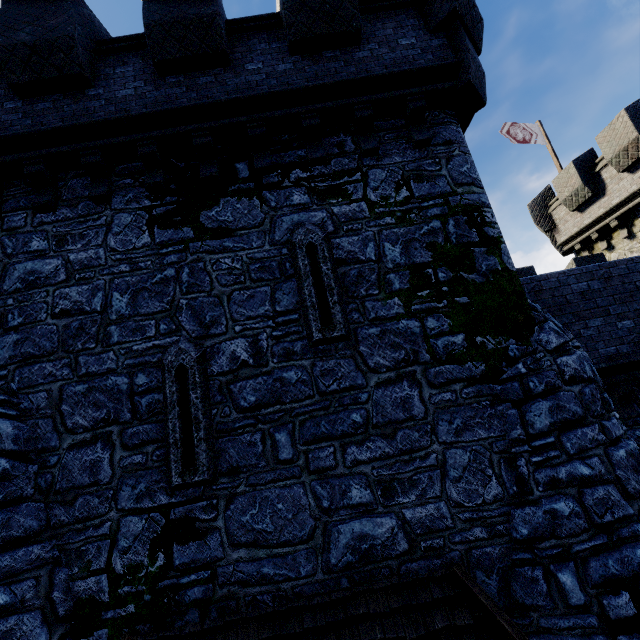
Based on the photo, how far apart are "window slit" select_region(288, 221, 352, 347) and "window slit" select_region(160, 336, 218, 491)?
1.5m

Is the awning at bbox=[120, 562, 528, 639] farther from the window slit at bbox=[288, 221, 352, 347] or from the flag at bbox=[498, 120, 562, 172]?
the flag at bbox=[498, 120, 562, 172]

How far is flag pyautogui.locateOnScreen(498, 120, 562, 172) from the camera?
16.5m

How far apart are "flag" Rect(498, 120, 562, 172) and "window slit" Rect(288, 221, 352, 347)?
16.13m

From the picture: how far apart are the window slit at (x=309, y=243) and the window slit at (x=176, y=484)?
A: 1.5 meters

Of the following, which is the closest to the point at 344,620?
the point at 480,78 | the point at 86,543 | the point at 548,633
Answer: the point at 548,633

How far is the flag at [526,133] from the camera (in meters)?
16.48

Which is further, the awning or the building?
the building
